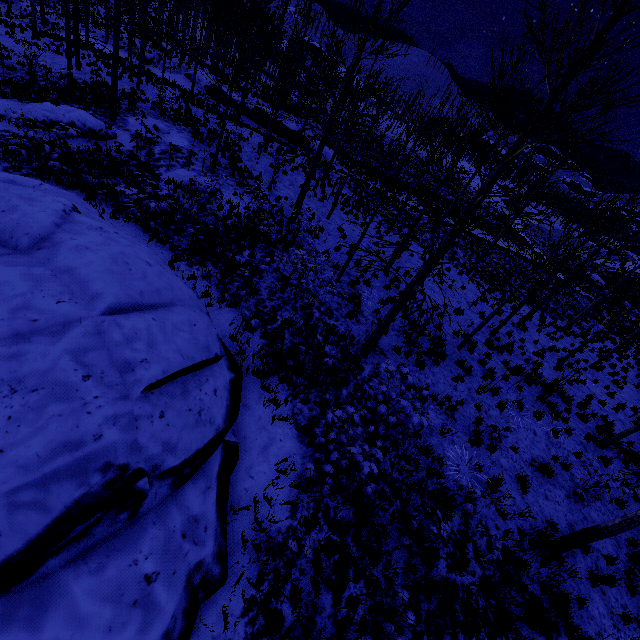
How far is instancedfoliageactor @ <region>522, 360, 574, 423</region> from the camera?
11.5 meters

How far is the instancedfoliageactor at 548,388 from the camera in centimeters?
1145cm

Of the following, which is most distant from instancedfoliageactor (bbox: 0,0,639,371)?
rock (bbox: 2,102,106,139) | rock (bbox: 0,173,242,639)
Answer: rock (bbox: 0,173,242,639)

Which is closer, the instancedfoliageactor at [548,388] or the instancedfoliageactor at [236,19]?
the instancedfoliageactor at [236,19]

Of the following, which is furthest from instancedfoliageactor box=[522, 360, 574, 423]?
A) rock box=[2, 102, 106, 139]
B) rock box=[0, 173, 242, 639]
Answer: rock box=[2, 102, 106, 139]

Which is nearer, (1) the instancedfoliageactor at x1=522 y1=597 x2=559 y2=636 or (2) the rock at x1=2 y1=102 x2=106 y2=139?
(1) the instancedfoliageactor at x1=522 y1=597 x2=559 y2=636

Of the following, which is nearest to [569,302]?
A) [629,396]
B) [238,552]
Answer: [629,396]

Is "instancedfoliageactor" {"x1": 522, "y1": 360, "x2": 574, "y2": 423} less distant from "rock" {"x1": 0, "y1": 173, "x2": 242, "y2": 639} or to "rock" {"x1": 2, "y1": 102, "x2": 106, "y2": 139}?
"rock" {"x1": 0, "y1": 173, "x2": 242, "y2": 639}
